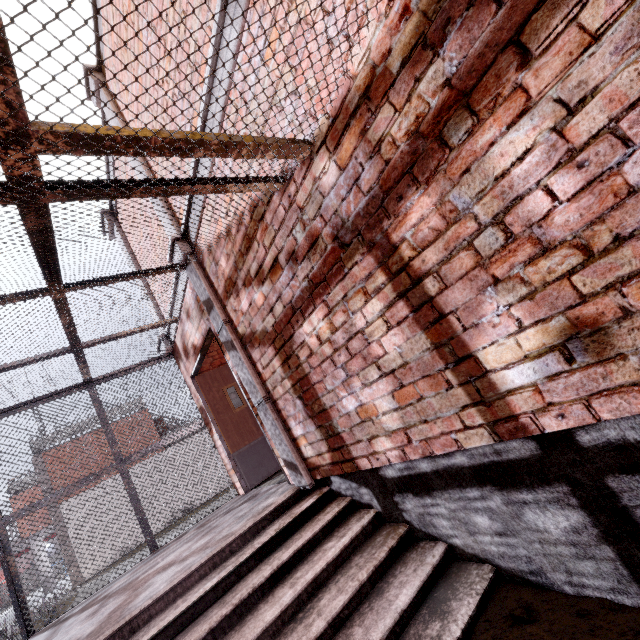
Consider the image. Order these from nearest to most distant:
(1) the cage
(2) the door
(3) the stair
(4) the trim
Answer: (1) the cage → (3) the stair → (4) the trim → (2) the door

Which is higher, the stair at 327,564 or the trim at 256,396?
the trim at 256,396

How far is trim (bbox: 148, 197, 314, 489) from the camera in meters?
3.4

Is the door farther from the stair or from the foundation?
the foundation

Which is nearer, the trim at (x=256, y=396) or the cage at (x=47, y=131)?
the cage at (x=47, y=131)

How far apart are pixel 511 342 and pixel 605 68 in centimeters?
98cm

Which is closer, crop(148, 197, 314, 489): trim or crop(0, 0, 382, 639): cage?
crop(0, 0, 382, 639): cage

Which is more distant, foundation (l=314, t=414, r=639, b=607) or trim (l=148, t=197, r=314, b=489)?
trim (l=148, t=197, r=314, b=489)
